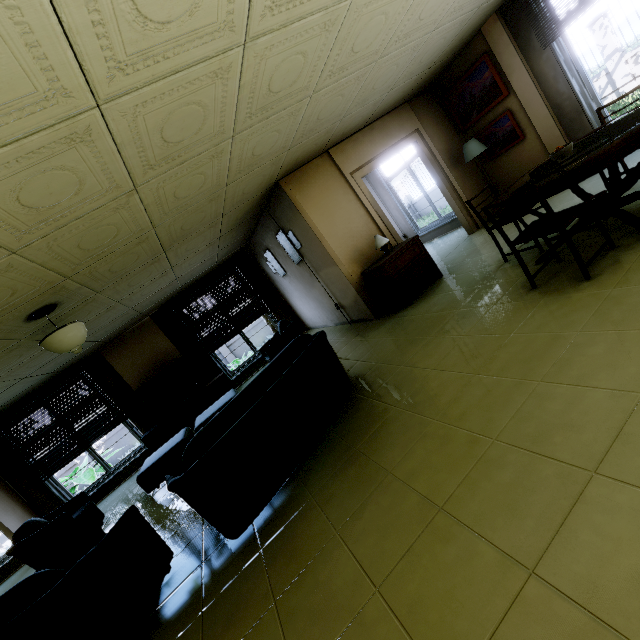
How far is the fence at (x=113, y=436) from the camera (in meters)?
12.64

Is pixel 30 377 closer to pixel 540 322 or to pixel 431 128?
pixel 540 322

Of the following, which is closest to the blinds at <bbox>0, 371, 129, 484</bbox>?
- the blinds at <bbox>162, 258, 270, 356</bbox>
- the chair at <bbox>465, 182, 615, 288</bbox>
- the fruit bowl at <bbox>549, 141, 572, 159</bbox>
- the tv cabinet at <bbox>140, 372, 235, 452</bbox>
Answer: the tv cabinet at <bbox>140, 372, 235, 452</bbox>

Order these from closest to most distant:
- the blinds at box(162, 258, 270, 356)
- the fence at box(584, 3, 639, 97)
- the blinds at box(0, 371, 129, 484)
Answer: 1. the blinds at box(0, 371, 129, 484)
2. the blinds at box(162, 258, 270, 356)
3. the fence at box(584, 3, 639, 97)

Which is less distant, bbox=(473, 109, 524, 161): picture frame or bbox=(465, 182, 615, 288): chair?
bbox=(465, 182, 615, 288): chair

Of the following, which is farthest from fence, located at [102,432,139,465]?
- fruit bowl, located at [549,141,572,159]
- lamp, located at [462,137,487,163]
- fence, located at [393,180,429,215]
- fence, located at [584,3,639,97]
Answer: fence, located at [584,3,639,97]

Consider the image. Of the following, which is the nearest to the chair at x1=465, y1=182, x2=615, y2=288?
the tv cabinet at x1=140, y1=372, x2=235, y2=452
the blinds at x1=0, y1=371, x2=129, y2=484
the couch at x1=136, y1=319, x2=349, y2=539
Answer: the couch at x1=136, y1=319, x2=349, y2=539

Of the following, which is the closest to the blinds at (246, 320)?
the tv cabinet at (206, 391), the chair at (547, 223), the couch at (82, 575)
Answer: the tv cabinet at (206, 391)
